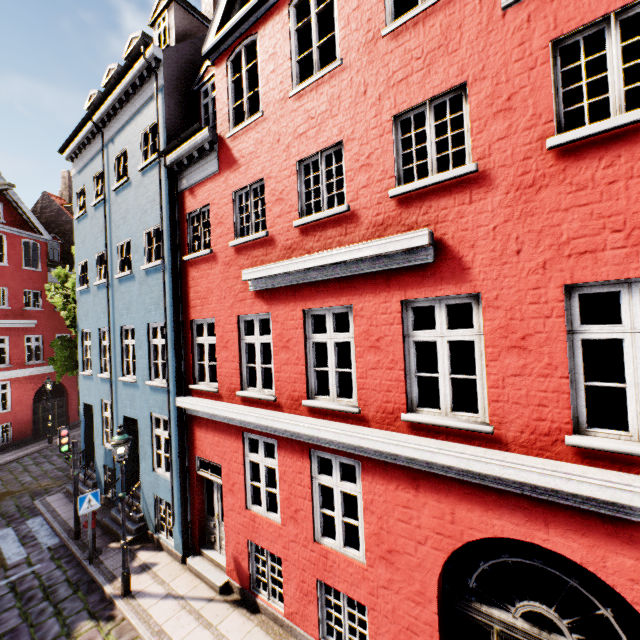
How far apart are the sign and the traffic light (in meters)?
1.69

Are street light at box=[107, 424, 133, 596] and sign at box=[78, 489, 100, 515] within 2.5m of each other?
yes

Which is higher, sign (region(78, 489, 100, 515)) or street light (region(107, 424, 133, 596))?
street light (region(107, 424, 133, 596))

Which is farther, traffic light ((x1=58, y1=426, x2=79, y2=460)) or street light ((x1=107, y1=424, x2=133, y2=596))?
traffic light ((x1=58, y1=426, x2=79, y2=460))

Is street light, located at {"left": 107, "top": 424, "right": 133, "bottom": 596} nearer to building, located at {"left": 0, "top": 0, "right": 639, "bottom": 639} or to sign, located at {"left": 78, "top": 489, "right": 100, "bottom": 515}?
building, located at {"left": 0, "top": 0, "right": 639, "bottom": 639}

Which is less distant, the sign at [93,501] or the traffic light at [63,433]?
the sign at [93,501]

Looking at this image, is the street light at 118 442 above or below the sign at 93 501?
above

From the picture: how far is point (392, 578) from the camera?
5.1 meters
